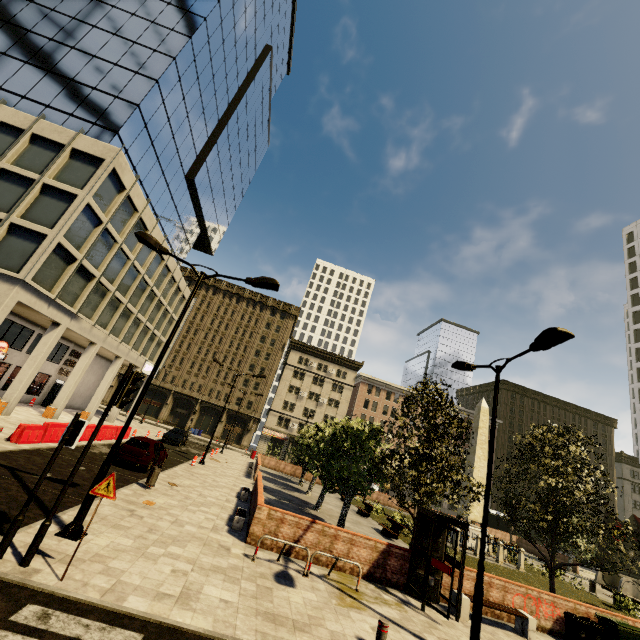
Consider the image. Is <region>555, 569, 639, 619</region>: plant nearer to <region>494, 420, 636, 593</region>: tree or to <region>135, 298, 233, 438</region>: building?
<region>494, 420, 636, 593</region>: tree

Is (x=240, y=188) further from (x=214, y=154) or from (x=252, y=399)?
(x=252, y=399)

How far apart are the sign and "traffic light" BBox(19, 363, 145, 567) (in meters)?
0.53

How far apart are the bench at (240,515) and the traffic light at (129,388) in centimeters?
698cm

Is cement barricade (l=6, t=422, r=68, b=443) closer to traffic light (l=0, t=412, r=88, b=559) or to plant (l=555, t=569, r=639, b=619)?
traffic light (l=0, t=412, r=88, b=559)

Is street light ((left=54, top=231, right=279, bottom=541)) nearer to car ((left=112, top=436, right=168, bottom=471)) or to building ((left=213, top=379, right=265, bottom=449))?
car ((left=112, top=436, right=168, bottom=471))

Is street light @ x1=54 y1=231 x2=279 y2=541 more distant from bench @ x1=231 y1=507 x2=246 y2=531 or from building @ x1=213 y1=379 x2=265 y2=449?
building @ x1=213 y1=379 x2=265 y2=449

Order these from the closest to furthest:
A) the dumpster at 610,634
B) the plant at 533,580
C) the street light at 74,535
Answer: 1. the street light at 74,535
2. the dumpster at 610,634
3. the plant at 533,580
